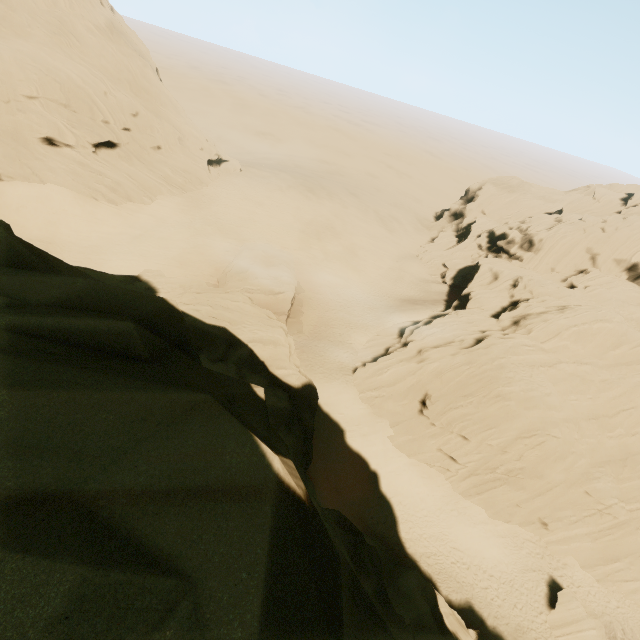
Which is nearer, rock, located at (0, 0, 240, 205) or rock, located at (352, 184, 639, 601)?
rock, located at (352, 184, 639, 601)

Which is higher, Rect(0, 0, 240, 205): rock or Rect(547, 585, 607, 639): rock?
Rect(0, 0, 240, 205): rock

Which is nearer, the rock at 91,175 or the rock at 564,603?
the rock at 564,603

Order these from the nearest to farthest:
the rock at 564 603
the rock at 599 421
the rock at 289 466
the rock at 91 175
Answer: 1. the rock at 289 466
2. the rock at 564 603
3. the rock at 599 421
4. the rock at 91 175

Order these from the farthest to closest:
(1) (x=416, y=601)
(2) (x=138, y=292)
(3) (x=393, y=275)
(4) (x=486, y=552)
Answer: (3) (x=393, y=275) < (4) (x=486, y=552) < (1) (x=416, y=601) < (2) (x=138, y=292)
